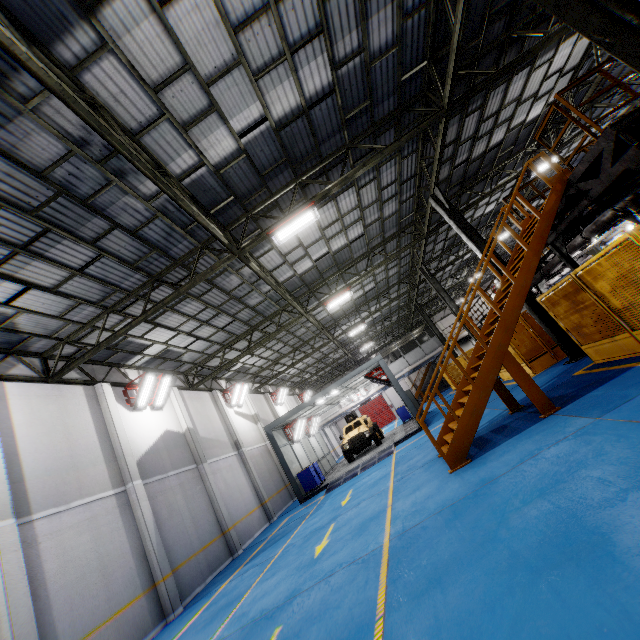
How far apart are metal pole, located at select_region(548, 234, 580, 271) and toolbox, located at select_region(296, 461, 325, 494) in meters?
14.8 m

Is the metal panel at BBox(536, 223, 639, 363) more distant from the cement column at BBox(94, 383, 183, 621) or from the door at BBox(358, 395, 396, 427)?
the cement column at BBox(94, 383, 183, 621)

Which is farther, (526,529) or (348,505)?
(348,505)

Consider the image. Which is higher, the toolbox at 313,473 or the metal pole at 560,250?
the metal pole at 560,250

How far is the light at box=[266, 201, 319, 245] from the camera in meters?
9.5

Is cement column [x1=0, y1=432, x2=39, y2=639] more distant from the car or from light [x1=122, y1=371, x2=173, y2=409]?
the car

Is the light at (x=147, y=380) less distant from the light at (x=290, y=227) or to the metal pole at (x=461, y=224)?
the light at (x=290, y=227)

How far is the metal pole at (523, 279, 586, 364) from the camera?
10.7 meters
